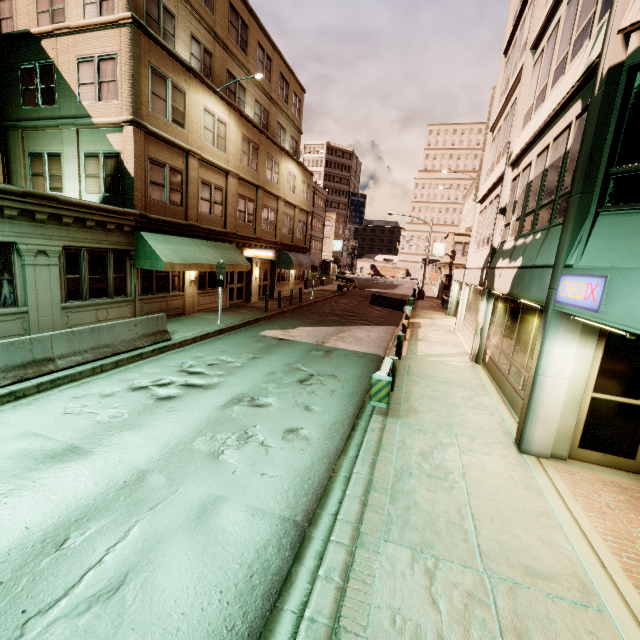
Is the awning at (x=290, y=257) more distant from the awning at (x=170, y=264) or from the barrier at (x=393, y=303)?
the awning at (x=170, y=264)

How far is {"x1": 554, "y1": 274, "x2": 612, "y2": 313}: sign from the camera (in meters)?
4.40

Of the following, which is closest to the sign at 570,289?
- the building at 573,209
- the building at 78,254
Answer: the building at 573,209

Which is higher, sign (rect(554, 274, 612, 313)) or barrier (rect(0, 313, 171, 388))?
sign (rect(554, 274, 612, 313))

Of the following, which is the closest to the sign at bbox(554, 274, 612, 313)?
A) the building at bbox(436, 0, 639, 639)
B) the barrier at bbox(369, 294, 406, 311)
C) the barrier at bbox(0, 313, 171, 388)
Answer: the building at bbox(436, 0, 639, 639)

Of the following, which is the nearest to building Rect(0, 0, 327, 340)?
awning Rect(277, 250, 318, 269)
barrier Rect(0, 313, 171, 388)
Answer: awning Rect(277, 250, 318, 269)

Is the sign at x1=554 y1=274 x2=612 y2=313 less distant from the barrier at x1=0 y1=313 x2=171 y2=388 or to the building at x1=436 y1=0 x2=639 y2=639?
the building at x1=436 y1=0 x2=639 y2=639

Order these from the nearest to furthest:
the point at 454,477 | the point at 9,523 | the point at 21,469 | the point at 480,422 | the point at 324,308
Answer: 1. the point at 9,523
2. the point at 21,469
3. the point at 454,477
4. the point at 480,422
5. the point at 324,308
